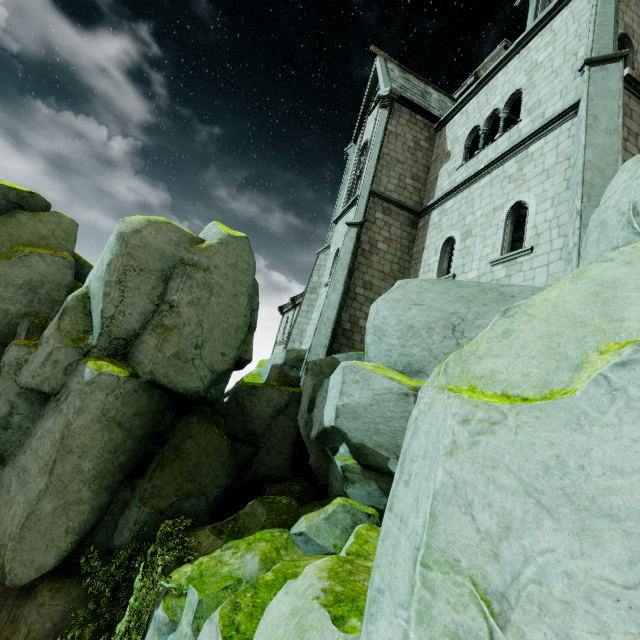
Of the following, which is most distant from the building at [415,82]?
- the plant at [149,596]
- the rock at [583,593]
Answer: the plant at [149,596]

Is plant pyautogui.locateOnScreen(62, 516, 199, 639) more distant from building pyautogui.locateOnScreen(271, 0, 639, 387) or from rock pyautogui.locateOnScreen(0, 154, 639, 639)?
building pyautogui.locateOnScreen(271, 0, 639, 387)

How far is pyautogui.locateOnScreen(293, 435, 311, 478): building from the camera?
11.60m

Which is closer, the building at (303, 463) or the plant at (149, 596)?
the plant at (149, 596)

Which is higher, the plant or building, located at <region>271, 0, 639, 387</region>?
building, located at <region>271, 0, 639, 387</region>

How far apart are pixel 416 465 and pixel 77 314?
8.39m
